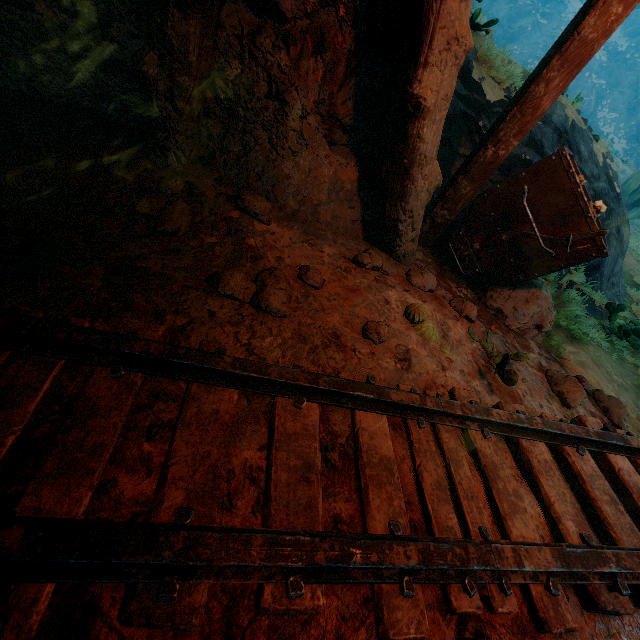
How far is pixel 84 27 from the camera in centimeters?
222cm

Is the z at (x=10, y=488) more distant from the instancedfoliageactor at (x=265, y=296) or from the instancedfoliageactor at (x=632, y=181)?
A: the instancedfoliageactor at (x=632, y=181)

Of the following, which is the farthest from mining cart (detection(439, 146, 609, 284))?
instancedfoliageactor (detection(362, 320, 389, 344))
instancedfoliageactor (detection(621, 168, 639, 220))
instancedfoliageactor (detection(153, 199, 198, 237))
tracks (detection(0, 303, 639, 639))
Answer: instancedfoliageactor (detection(621, 168, 639, 220))

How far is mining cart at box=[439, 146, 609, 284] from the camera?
2.8m

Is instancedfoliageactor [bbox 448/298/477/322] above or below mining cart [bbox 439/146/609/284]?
below

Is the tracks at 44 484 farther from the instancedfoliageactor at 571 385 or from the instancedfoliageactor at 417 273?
the instancedfoliageactor at 417 273

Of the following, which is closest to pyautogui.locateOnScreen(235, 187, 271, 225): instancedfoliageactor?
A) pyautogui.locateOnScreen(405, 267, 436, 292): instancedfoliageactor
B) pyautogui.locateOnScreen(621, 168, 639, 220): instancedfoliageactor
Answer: pyautogui.locateOnScreen(405, 267, 436, 292): instancedfoliageactor

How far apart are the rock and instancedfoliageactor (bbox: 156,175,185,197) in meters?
3.1
